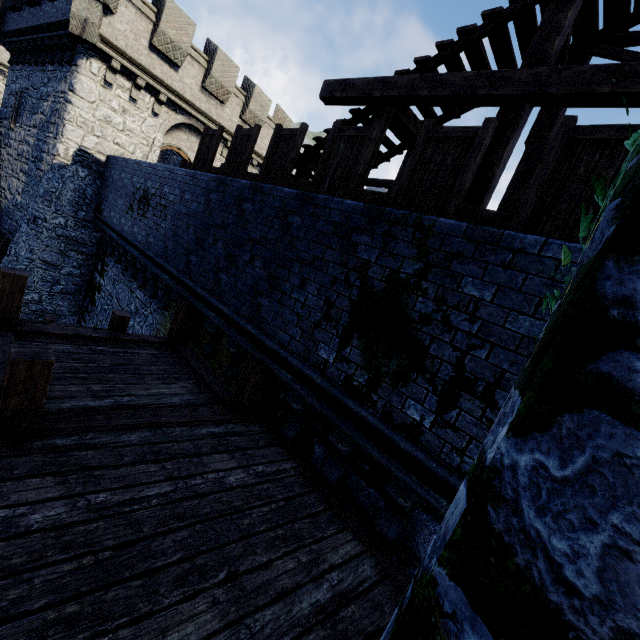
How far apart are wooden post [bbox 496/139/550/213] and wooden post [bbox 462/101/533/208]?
1.1 meters

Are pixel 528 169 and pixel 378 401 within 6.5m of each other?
yes

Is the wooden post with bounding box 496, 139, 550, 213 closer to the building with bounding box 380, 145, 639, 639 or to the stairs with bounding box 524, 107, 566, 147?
the stairs with bounding box 524, 107, 566, 147

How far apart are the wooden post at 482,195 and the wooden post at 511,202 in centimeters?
107cm

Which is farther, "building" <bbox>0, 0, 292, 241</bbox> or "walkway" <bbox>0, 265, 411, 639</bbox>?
"building" <bbox>0, 0, 292, 241</bbox>

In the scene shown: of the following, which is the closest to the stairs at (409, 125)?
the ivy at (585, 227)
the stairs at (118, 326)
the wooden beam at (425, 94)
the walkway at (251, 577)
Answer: the wooden beam at (425, 94)

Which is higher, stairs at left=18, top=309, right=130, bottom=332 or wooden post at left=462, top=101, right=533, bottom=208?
wooden post at left=462, top=101, right=533, bottom=208

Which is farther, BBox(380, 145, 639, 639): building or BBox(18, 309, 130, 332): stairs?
BBox(18, 309, 130, 332): stairs
